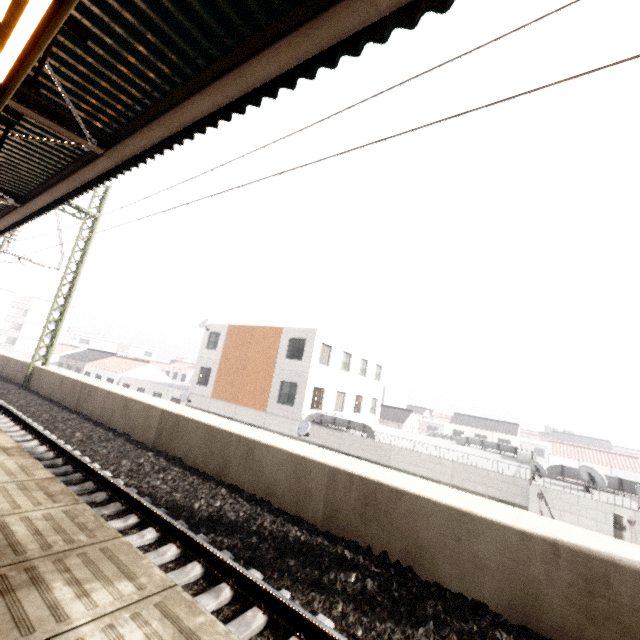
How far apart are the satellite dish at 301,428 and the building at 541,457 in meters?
54.6 m

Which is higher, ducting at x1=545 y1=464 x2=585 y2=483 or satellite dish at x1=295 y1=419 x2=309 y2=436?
ducting at x1=545 y1=464 x2=585 y2=483

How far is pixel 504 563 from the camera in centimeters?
362cm

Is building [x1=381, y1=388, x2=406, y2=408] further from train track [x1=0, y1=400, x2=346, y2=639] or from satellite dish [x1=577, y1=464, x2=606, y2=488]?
train track [x1=0, y1=400, x2=346, y2=639]

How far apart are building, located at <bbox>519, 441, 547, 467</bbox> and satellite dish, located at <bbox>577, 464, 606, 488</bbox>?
52.4m

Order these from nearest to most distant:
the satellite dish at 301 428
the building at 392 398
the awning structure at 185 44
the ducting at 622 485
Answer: the awning structure at 185 44 < the ducting at 622 485 < the satellite dish at 301 428 < the building at 392 398

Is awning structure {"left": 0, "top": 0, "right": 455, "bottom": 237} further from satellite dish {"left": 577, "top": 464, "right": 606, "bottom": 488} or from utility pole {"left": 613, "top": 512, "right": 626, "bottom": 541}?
satellite dish {"left": 577, "top": 464, "right": 606, "bottom": 488}

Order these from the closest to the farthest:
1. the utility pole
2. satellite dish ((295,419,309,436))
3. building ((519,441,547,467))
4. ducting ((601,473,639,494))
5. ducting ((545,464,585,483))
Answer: the utility pole → ducting ((601,473,639,494)) → ducting ((545,464,585,483)) → satellite dish ((295,419,309,436)) → building ((519,441,547,467))
